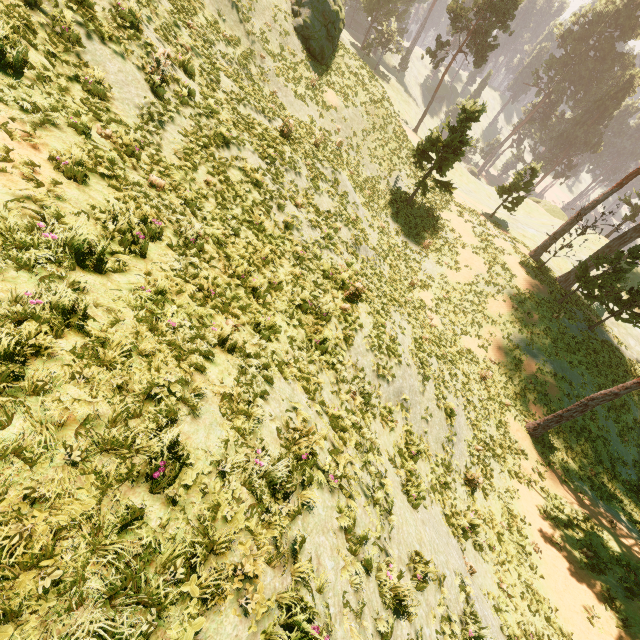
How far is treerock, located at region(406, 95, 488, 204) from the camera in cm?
2286

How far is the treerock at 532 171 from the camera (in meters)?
30.92

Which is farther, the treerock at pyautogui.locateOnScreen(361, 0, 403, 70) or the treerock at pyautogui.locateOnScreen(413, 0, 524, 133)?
the treerock at pyautogui.locateOnScreen(361, 0, 403, 70)

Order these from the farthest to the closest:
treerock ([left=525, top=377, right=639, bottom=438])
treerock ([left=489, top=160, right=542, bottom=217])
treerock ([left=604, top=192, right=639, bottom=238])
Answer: treerock ([left=604, top=192, right=639, bottom=238]), treerock ([left=489, top=160, right=542, bottom=217]), treerock ([left=525, top=377, right=639, bottom=438])

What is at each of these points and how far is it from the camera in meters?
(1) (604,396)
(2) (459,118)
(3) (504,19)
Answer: (1) treerock, 16.0 m
(2) treerock, 24.0 m
(3) treerock, 42.1 m
